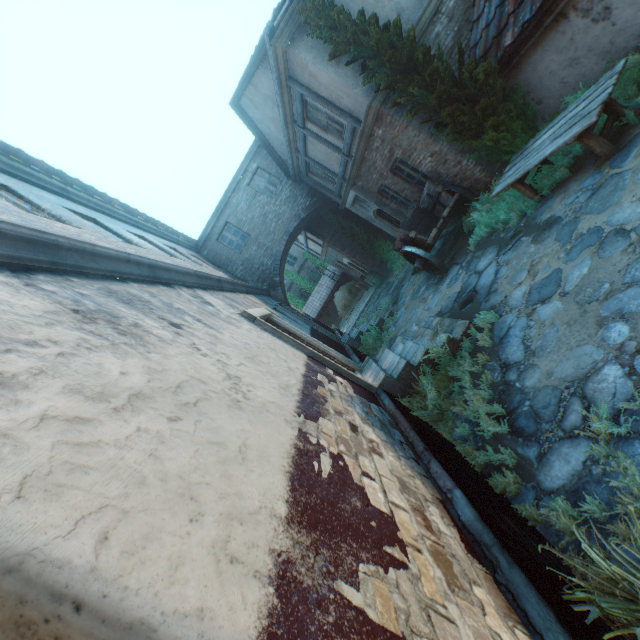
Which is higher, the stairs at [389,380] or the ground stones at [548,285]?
the stairs at [389,380]

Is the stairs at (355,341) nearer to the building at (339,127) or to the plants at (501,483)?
the building at (339,127)

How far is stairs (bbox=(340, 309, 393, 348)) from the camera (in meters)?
11.75

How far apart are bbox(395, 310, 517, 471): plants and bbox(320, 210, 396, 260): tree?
11.0 meters

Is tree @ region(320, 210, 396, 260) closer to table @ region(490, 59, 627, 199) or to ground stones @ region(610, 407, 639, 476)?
ground stones @ region(610, 407, 639, 476)

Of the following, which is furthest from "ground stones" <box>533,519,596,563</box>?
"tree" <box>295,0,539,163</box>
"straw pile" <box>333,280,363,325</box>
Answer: "straw pile" <box>333,280,363,325</box>

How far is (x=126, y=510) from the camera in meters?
1.0 m

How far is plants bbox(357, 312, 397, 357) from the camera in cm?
1036
